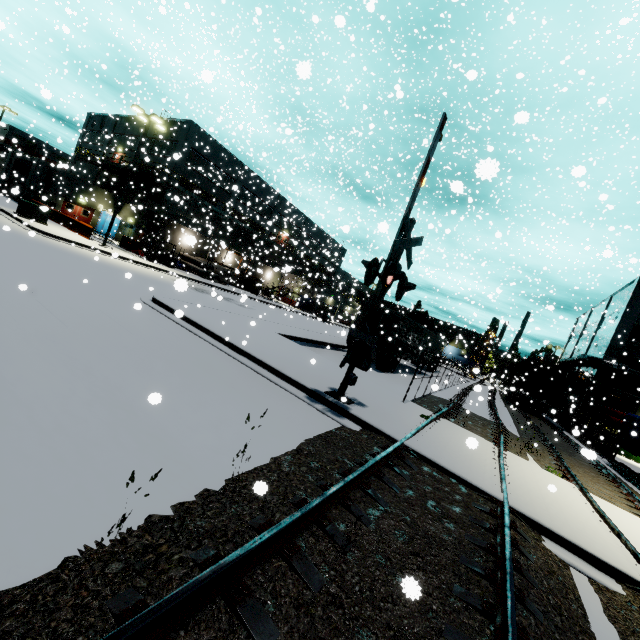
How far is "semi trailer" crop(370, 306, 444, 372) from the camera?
20.33m

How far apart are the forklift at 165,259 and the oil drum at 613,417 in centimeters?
3524cm

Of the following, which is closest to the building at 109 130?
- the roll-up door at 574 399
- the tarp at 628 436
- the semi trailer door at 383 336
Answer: the roll-up door at 574 399

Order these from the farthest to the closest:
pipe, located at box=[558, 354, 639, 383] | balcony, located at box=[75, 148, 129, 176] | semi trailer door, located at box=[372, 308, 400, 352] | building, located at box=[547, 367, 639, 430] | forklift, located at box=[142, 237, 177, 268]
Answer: balcony, located at box=[75, 148, 129, 176], forklift, located at box=[142, 237, 177, 268], building, located at box=[547, 367, 639, 430], pipe, located at box=[558, 354, 639, 383], semi trailer door, located at box=[372, 308, 400, 352]

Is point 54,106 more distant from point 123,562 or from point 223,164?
point 123,562

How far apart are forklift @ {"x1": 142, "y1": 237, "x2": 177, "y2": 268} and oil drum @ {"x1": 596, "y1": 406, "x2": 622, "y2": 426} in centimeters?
3524cm

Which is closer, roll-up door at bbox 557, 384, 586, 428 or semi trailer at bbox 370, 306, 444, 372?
semi trailer at bbox 370, 306, 444, 372

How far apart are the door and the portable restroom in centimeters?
77cm
